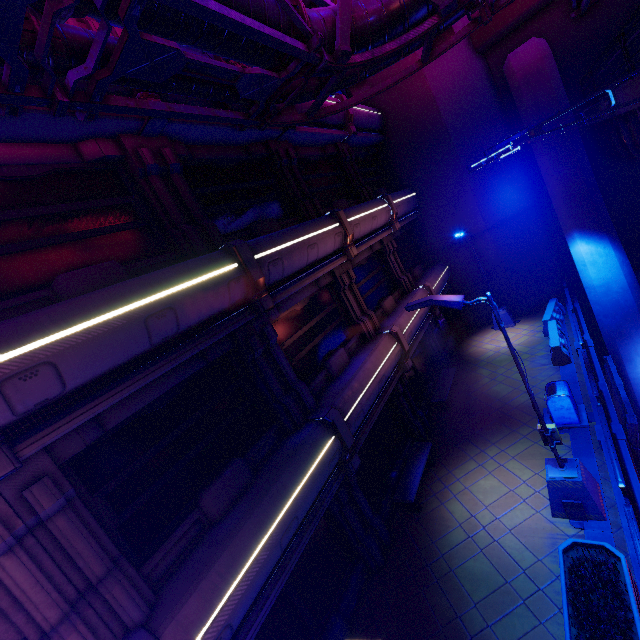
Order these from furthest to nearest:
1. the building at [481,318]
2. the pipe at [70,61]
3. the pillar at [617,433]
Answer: the building at [481,318]
the pillar at [617,433]
the pipe at [70,61]

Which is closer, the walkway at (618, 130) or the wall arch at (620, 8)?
the walkway at (618, 130)

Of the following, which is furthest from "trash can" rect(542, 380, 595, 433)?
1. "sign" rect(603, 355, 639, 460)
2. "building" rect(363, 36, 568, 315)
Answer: "building" rect(363, 36, 568, 315)

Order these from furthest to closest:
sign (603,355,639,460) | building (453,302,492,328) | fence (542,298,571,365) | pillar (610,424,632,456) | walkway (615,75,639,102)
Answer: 1. building (453,302,492,328)
2. fence (542,298,571,365)
3. sign (603,355,639,460)
4. pillar (610,424,632,456)
5. walkway (615,75,639,102)

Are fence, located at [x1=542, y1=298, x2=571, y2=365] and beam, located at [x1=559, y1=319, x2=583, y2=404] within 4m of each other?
yes

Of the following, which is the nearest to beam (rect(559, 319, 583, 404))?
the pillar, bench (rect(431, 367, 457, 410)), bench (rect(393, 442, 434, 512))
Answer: the pillar

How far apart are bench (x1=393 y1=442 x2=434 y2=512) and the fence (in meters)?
6.29

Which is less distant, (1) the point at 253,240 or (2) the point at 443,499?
(1) the point at 253,240
